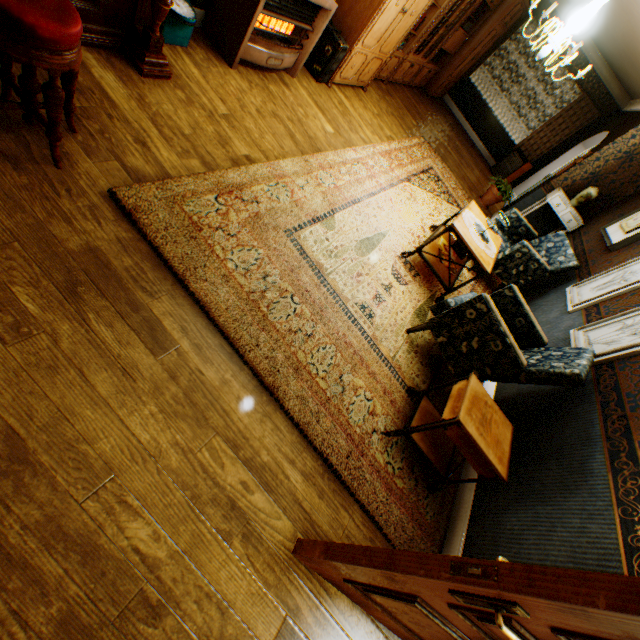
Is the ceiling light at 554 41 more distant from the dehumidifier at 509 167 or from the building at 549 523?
the dehumidifier at 509 167

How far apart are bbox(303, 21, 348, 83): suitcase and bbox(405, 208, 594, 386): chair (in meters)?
3.68

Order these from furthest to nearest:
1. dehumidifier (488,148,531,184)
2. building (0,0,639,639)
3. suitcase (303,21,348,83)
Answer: dehumidifier (488,148,531,184) → suitcase (303,21,348,83) → building (0,0,639,639)

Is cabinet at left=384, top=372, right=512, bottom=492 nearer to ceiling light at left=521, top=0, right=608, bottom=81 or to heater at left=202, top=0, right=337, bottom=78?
ceiling light at left=521, top=0, right=608, bottom=81

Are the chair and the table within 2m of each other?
yes

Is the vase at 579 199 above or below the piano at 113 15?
above

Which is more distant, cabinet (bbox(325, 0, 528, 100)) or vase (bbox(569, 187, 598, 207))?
vase (bbox(569, 187, 598, 207))

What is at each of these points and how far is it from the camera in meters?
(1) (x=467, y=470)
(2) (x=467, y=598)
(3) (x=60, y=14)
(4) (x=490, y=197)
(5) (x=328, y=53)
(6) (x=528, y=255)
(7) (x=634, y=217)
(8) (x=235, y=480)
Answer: (1) building, 3.0
(2) bp, 1.1
(3) piano stool, 1.4
(4) flower pot, 7.4
(5) suitcase, 4.4
(6) chair, 4.6
(7) picture frame, 4.9
(8) building, 1.8
